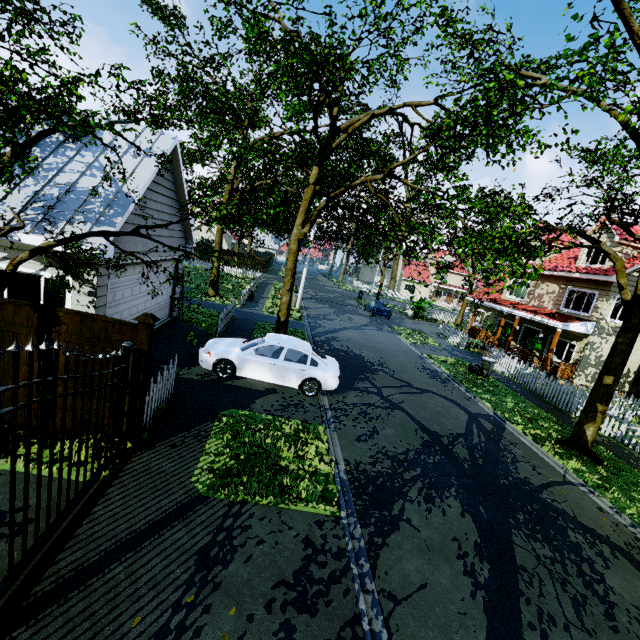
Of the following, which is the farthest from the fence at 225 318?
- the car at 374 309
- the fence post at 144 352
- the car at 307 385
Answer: the car at 374 309

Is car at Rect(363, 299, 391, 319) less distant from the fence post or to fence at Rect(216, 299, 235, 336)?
fence at Rect(216, 299, 235, 336)

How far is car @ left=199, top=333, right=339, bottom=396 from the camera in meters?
9.8

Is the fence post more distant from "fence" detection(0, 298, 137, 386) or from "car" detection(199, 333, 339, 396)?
"car" detection(199, 333, 339, 396)

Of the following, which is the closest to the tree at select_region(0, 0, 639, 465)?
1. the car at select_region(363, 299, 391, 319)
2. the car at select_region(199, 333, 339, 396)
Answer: the car at select_region(199, 333, 339, 396)

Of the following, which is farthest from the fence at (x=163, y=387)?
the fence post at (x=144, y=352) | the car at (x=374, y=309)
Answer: the car at (x=374, y=309)

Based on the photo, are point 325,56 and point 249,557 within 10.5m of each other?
no

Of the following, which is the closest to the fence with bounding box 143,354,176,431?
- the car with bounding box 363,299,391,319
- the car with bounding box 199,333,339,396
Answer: the car with bounding box 199,333,339,396
